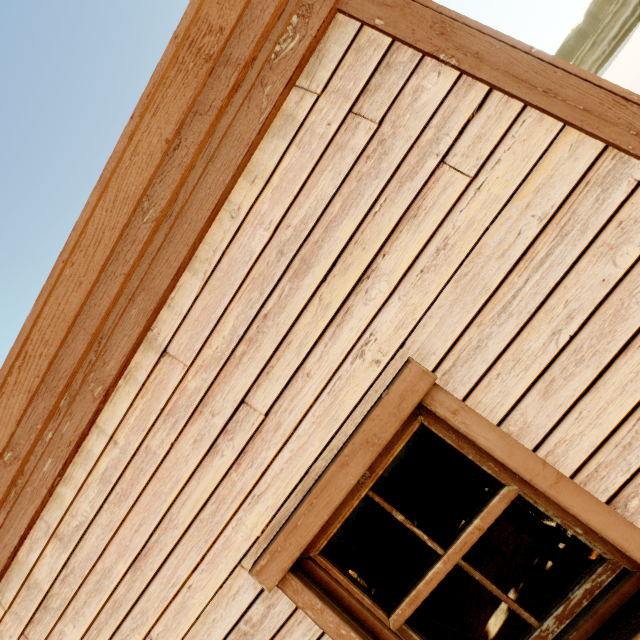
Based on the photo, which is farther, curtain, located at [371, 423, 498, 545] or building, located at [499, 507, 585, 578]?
building, located at [499, 507, 585, 578]

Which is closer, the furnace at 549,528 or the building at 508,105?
the building at 508,105

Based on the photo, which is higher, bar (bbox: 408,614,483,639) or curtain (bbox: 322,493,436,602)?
curtain (bbox: 322,493,436,602)

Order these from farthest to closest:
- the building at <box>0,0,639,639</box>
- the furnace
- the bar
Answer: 1. the furnace
2. the bar
3. the building at <box>0,0,639,639</box>

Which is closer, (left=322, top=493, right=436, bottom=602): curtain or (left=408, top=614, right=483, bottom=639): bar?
(left=322, top=493, right=436, bottom=602): curtain

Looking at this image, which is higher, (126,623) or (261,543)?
(126,623)

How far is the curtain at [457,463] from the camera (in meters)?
1.56
